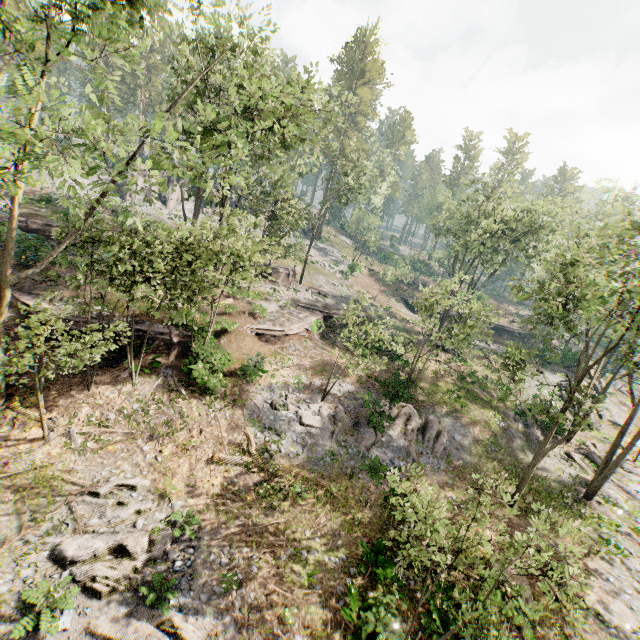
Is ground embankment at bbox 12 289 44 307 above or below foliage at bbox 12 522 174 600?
above

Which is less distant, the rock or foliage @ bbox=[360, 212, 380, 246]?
the rock

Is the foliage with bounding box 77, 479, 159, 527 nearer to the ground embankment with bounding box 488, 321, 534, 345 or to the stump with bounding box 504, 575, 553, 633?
the ground embankment with bounding box 488, 321, 534, 345

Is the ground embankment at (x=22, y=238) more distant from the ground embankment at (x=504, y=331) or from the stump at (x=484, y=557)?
the ground embankment at (x=504, y=331)

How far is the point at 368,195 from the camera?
36.9 meters

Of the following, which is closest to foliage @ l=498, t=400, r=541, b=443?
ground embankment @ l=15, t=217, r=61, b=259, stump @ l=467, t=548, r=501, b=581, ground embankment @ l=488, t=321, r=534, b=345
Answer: ground embankment @ l=488, t=321, r=534, b=345

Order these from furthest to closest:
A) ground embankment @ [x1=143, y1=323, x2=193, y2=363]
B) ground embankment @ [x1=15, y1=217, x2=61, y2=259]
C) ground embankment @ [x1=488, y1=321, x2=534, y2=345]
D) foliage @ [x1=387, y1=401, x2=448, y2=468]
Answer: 1. ground embankment @ [x1=488, y1=321, x2=534, y2=345]
2. ground embankment @ [x1=15, y1=217, x2=61, y2=259]
3. foliage @ [x1=387, y1=401, x2=448, y2=468]
4. ground embankment @ [x1=143, y1=323, x2=193, y2=363]

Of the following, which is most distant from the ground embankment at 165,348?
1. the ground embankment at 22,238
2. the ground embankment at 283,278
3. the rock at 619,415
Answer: the rock at 619,415
